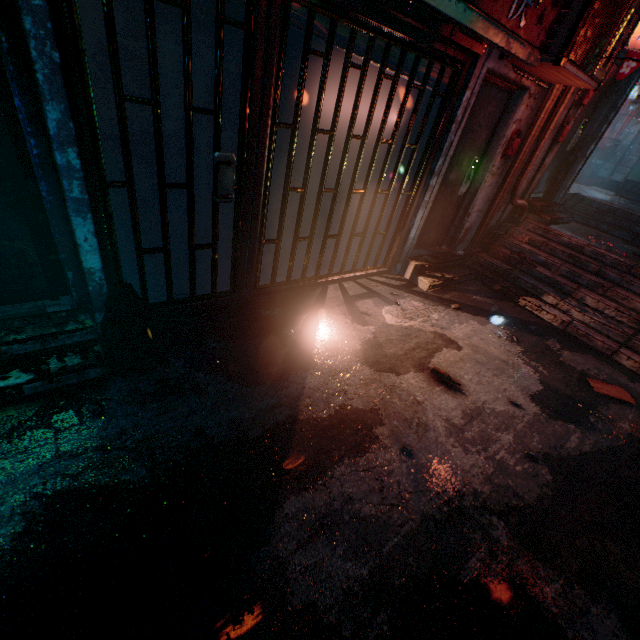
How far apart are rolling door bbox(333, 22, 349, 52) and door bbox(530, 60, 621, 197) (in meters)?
3.19

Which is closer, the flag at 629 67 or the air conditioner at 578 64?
the air conditioner at 578 64

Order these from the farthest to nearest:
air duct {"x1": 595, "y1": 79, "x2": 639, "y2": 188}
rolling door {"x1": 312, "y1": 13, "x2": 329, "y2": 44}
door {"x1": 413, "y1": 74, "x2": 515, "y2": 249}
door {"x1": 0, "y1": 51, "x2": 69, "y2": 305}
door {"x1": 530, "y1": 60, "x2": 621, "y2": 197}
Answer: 1. air duct {"x1": 595, "y1": 79, "x2": 639, "y2": 188}
2. door {"x1": 530, "y1": 60, "x2": 621, "y2": 197}
3. door {"x1": 413, "y1": 74, "x2": 515, "y2": 249}
4. rolling door {"x1": 312, "y1": 13, "x2": 329, "y2": 44}
5. door {"x1": 0, "y1": 51, "x2": 69, "y2": 305}

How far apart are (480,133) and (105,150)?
4.1 meters

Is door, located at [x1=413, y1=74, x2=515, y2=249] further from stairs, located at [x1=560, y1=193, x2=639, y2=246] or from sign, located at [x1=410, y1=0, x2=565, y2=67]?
stairs, located at [x1=560, y1=193, x2=639, y2=246]

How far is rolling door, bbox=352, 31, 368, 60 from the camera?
2.5 meters

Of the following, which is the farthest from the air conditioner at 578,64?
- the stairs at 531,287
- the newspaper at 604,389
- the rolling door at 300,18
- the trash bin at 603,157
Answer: the trash bin at 603,157
